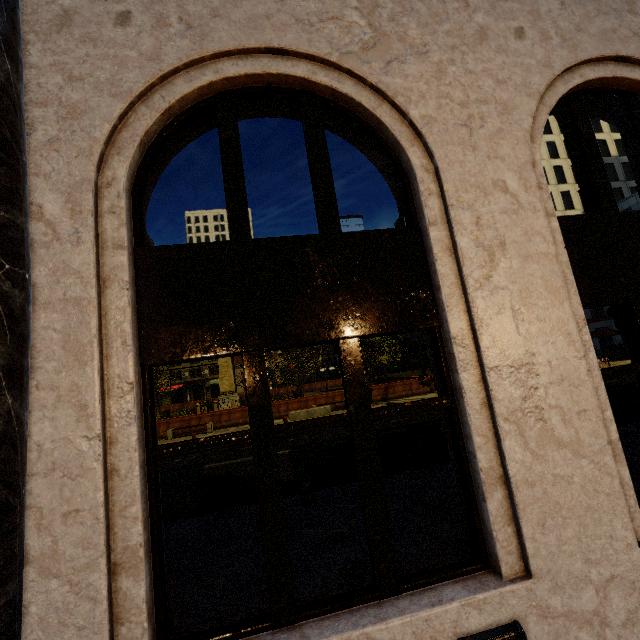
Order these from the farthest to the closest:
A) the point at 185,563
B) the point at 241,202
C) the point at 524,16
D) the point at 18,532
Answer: the point at 185,563 < the point at 524,16 < the point at 241,202 < the point at 18,532

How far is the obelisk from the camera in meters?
34.8 m

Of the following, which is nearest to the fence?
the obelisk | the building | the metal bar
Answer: the obelisk

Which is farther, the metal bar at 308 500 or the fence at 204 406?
the fence at 204 406

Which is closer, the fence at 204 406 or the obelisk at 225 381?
the fence at 204 406

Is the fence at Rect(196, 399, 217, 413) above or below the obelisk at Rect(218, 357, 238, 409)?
below

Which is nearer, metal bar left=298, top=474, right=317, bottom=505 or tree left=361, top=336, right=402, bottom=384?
metal bar left=298, top=474, right=317, bottom=505

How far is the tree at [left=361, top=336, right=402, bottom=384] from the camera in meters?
25.1
